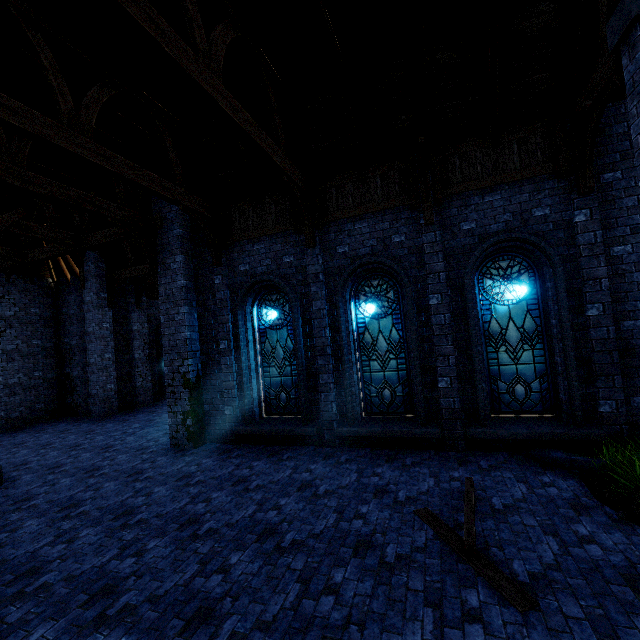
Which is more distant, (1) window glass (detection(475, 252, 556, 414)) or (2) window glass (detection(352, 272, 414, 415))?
(2) window glass (detection(352, 272, 414, 415))

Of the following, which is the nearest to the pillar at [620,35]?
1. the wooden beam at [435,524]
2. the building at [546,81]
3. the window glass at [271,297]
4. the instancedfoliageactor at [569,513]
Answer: the building at [546,81]

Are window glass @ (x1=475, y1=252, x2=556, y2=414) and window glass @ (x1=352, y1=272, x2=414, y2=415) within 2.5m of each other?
yes

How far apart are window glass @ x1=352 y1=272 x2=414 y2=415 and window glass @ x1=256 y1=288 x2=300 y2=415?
1.51m

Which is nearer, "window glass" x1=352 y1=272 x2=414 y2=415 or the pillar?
the pillar

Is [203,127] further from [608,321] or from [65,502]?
[608,321]

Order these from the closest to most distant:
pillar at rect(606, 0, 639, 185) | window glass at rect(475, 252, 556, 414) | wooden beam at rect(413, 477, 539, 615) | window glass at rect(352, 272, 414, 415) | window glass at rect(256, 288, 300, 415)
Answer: wooden beam at rect(413, 477, 539, 615) → pillar at rect(606, 0, 639, 185) → window glass at rect(475, 252, 556, 414) → window glass at rect(352, 272, 414, 415) → window glass at rect(256, 288, 300, 415)

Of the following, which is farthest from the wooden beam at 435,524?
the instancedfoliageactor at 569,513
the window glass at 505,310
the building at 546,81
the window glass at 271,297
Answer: the window glass at 271,297
